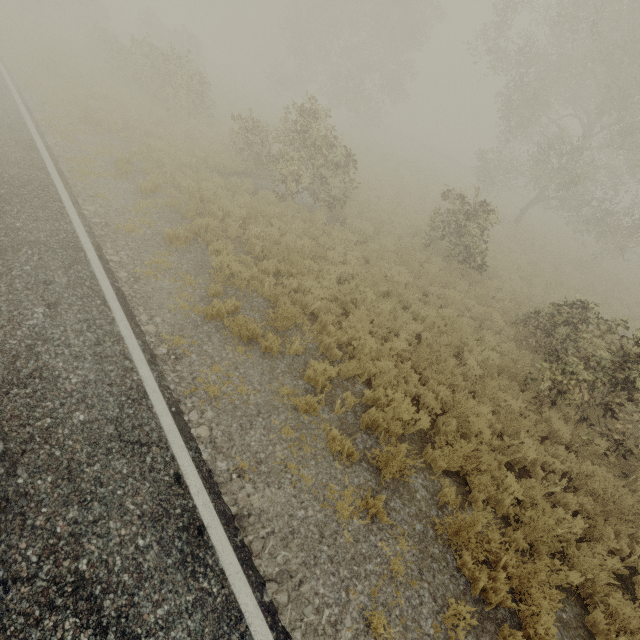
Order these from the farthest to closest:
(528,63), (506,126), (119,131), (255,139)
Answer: (506,126) → (528,63) → (255,139) → (119,131)
